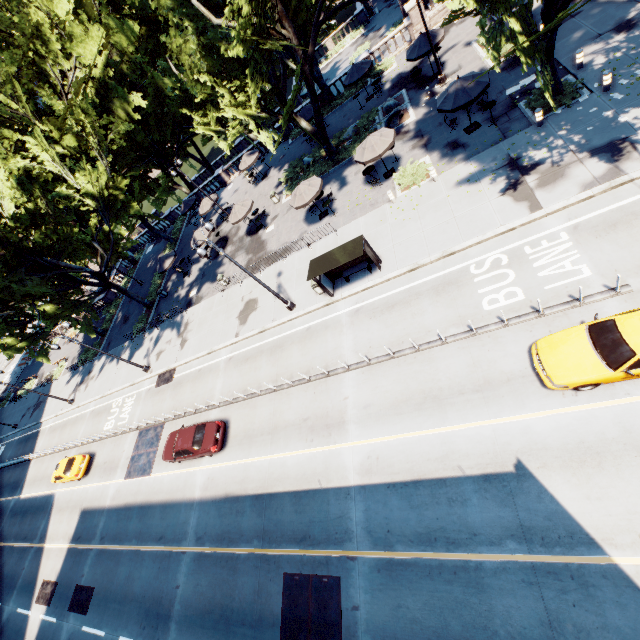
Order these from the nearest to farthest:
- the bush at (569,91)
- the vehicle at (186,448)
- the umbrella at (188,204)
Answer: the bush at (569,91)
the vehicle at (186,448)
the umbrella at (188,204)

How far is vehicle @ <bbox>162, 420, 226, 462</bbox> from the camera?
17.9 meters

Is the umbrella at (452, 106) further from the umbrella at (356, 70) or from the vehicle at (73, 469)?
the vehicle at (73, 469)

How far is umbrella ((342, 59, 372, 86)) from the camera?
26.3 meters

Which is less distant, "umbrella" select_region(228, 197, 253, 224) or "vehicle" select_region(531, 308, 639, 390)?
"vehicle" select_region(531, 308, 639, 390)

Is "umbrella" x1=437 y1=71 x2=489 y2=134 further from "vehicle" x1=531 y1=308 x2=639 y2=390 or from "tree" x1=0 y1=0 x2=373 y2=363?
"vehicle" x1=531 y1=308 x2=639 y2=390

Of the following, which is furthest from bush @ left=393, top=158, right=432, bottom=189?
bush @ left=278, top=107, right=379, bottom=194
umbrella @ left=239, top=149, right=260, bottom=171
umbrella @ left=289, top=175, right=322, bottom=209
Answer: umbrella @ left=239, top=149, right=260, bottom=171

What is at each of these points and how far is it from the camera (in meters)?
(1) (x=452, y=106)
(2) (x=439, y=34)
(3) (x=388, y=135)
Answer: (1) umbrella, 17.17
(2) umbrella, 21.67
(3) umbrella, 19.42
